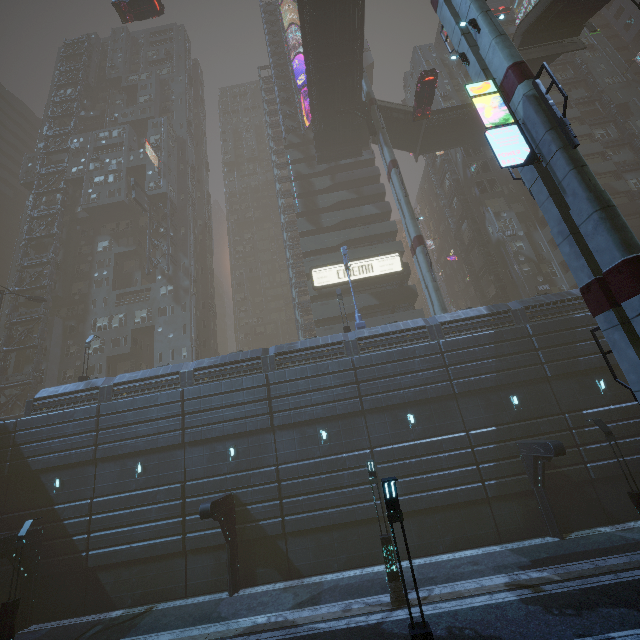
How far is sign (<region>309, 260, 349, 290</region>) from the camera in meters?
36.5

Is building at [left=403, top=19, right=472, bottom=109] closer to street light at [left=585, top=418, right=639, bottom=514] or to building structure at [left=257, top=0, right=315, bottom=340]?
building structure at [left=257, top=0, right=315, bottom=340]

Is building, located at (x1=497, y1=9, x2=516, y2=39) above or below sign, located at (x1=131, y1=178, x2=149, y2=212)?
above

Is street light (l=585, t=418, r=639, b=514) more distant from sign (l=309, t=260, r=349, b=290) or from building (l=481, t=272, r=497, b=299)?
sign (l=309, t=260, r=349, b=290)

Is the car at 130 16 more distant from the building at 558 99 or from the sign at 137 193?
the sign at 137 193

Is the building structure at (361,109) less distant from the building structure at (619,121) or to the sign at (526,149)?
the sign at (526,149)

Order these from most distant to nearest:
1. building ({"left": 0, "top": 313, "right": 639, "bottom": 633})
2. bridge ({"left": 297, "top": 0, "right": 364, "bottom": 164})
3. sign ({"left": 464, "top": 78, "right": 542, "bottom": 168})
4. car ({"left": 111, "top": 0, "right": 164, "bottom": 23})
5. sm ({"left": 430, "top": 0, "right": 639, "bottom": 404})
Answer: car ({"left": 111, "top": 0, "right": 164, "bottom": 23}), bridge ({"left": 297, "top": 0, "right": 364, "bottom": 164}), building ({"left": 0, "top": 313, "right": 639, "bottom": 633}), sign ({"left": 464, "top": 78, "right": 542, "bottom": 168}), sm ({"left": 430, "top": 0, "right": 639, "bottom": 404})

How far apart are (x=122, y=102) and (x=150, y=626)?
71.8 meters
